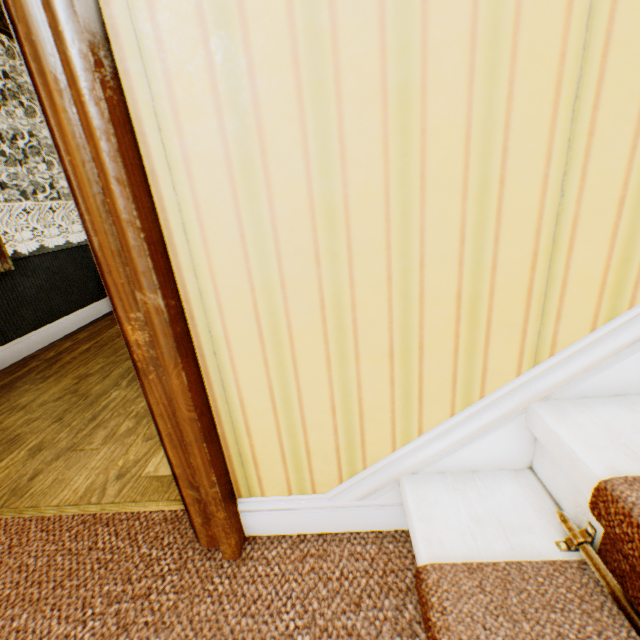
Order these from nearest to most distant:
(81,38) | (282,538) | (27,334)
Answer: (81,38) < (282,538) < (27,334)
